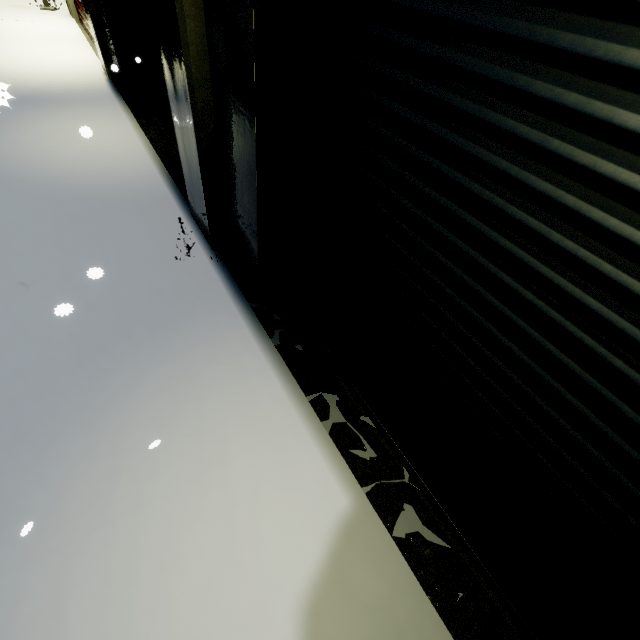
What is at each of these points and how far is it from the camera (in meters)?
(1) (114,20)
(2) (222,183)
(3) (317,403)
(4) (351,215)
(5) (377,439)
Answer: (1) roll-up door, 7.11
(2) building, 3.72
(3) building, 3.21
(4) roll-up door, 2.40
(5) building, 3.04

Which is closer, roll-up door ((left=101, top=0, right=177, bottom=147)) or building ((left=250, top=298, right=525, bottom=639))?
building ((left=250, top=298, right=525, bottom=639))

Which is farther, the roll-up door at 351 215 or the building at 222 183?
the building at 222 183

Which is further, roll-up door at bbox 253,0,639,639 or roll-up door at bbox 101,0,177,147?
roll-up door at bbox 101,0,177,147

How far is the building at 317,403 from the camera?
3.12m

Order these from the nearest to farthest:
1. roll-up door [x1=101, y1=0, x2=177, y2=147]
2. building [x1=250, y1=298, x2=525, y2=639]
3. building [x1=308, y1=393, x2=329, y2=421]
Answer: building [x1=250, y1=298, x2=525, y2=639]
building [x1=308, y1=393, x2=329, y2=421]
roll-up door [x1=101, y1=0, x2=177, y2=147]

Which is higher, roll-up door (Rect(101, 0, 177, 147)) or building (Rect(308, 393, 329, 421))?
roll-up door (Rect(101, 0, 177, 147))

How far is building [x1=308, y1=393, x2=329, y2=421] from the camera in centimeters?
312cm
